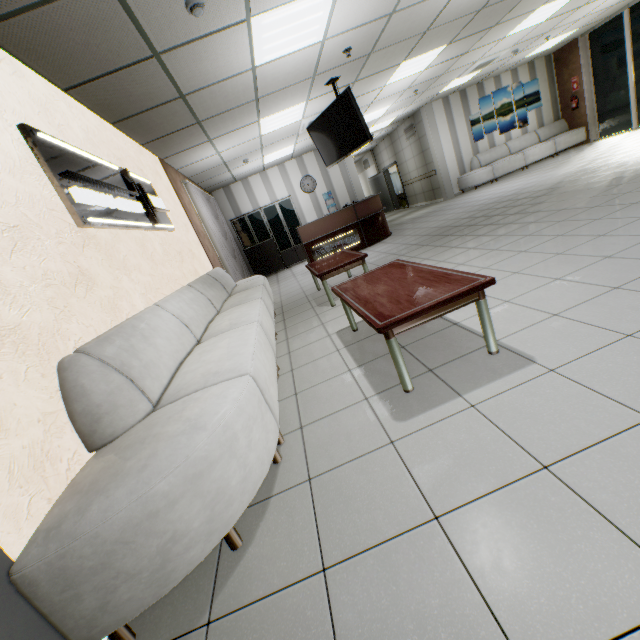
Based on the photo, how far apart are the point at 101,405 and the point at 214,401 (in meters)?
0.59

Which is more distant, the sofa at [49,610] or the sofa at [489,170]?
the sofa at [489,170]

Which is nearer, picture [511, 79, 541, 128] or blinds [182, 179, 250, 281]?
blinds [182, 179, 250, 281]

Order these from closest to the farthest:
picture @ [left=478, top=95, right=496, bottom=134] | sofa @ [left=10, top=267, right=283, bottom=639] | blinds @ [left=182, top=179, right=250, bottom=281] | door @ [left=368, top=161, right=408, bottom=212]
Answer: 1. sofa @ [left=10, top=267, right=283, bottom=639]
2. blinds @ [left=182, top=179, right=250, bottom=281]
3. picture @ [left=478, top=95, right=496, bottom=134]
4. door @ [left=368, top=161, right=408, bottom=212]

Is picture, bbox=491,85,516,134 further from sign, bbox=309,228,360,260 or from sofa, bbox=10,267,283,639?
sofa, bbox=10,267,283,639

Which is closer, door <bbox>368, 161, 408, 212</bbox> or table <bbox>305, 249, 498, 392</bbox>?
table <bbox>305, 249, 498, 392</bbox>

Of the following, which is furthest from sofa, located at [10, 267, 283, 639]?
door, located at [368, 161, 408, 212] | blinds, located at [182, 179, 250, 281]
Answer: door, located at [368, 161, 408, 212]

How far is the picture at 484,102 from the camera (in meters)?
11.35
